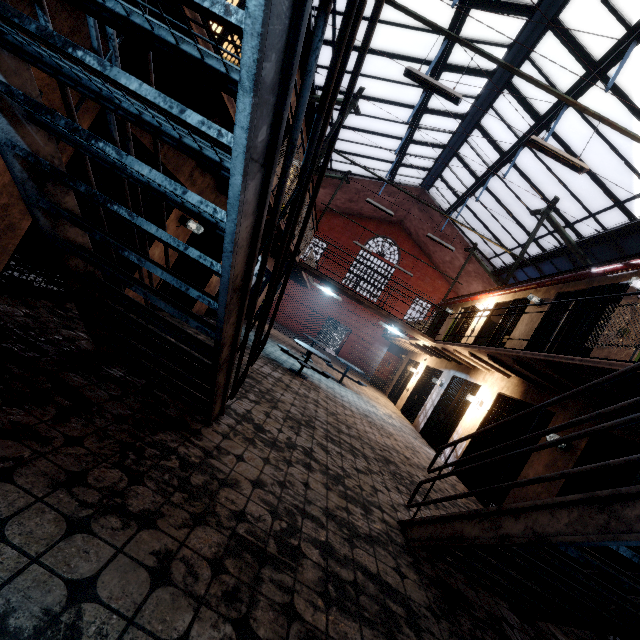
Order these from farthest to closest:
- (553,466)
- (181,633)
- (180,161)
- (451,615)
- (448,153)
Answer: (448,153) → (553,466) → (180,161) → (451,615) → (181,633)

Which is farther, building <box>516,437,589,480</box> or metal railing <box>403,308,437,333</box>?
metal railing <box>403,308,437,333</box>

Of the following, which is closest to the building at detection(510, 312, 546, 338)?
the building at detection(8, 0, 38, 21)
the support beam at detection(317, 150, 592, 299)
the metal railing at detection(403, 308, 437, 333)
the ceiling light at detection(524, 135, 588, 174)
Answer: the support beam at detection(317, 150, 592, 299)

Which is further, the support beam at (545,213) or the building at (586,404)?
the support beam at (545,213)

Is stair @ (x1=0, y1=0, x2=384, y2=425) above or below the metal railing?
below

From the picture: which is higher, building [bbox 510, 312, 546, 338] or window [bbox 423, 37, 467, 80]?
window [bbox 423, 37, 467, 80]

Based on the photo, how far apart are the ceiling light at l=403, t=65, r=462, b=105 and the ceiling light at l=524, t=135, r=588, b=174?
1.4 meters

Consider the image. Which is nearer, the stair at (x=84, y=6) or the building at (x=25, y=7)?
the stair at (x=84, y=6)
